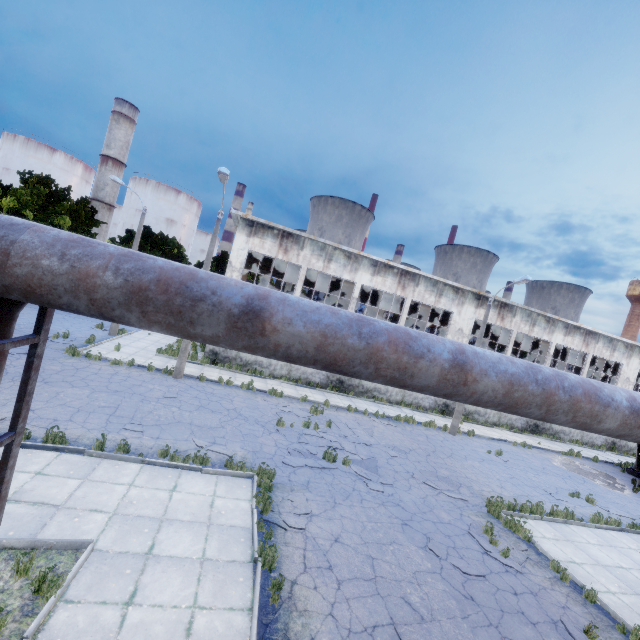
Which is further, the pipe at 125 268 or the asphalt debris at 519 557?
the asphalt debris at 519 557

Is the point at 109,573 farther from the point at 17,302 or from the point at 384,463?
the point at 384,463

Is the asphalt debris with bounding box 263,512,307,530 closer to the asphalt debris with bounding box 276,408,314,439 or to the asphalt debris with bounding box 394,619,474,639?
the asphalt debris with bounding box 276,408,314,439

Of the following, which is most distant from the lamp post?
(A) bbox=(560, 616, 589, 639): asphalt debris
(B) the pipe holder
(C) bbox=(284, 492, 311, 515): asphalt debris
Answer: (A) bbox=(560, 616, 589, 639): asphalt debris

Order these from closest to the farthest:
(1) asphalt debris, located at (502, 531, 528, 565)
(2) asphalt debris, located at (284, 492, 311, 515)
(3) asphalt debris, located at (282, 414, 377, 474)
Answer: (2) asphalt debris, located at (284, 492, 311, 515) < (1) asphalt debris, located at (502, 531, 528, 565) < (3) asphalt debris, located at (282, 414, 377, 474)

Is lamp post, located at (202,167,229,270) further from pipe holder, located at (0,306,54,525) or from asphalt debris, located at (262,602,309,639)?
asphalt debris, located at (262,602,309,639)

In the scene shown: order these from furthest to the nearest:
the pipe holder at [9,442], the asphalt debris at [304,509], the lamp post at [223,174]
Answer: the lamp post at [223,174] < the asphalt debris at [304,509] < the pipe holder at [9,442]

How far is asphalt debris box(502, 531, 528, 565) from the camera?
9.08m
